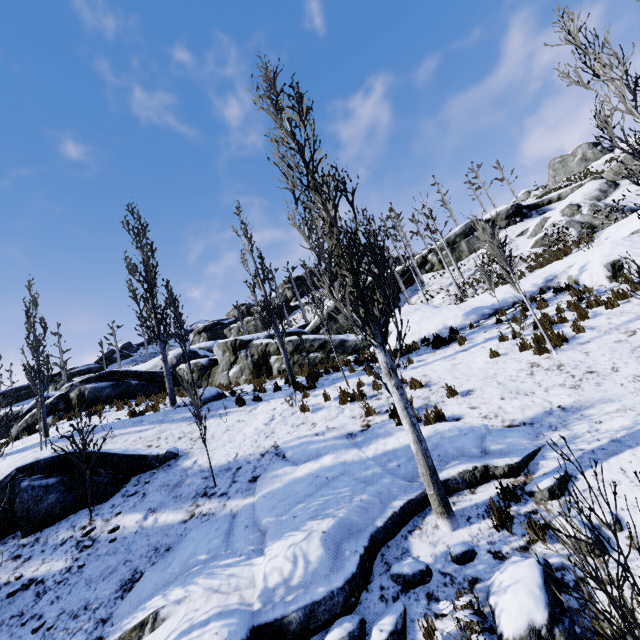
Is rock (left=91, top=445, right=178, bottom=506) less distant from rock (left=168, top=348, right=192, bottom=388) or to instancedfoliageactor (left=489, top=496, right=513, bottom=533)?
instancedfoliageactor (left=489, top=496, right=513, bottom=533)

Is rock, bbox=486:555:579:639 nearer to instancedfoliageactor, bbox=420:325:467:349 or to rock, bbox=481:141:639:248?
instancedfoliageactor, bbox=420:325:467:349

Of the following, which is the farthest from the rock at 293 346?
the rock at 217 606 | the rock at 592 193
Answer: the rock at 592 193

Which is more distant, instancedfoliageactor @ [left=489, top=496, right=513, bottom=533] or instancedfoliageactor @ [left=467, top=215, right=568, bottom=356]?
instancedfoliageactor @ [left=467, top=215, right=568, bottom=356]

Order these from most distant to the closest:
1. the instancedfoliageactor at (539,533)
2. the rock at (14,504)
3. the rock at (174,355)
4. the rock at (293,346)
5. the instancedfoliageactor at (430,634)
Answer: the rock at (174,355) → the rock at (293,346) → the rock at (14,504) → the instancedfoliageactor at (430,634) → the instancedfoliageactor at (539,533)

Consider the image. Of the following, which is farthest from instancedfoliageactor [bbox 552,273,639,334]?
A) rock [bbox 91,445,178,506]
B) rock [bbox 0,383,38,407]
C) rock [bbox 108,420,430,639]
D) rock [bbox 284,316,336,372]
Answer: rock [bbox 0,383,38,407]

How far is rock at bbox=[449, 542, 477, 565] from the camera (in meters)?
4.35

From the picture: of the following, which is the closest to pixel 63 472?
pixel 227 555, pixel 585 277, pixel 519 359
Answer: pixel 227 555
